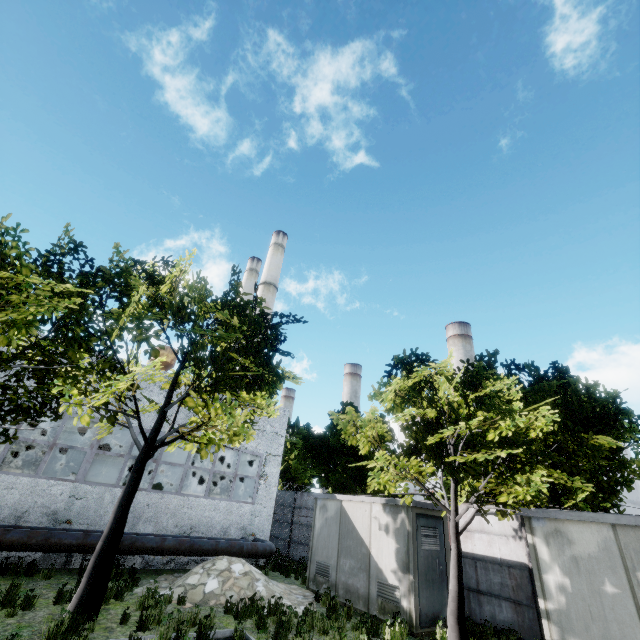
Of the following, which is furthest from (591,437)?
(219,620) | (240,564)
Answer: (240,564)

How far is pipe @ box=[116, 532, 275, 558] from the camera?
11.61m

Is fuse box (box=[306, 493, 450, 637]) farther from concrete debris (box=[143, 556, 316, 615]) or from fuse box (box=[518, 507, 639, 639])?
fuse box (box=[518, 507, 639, 639])

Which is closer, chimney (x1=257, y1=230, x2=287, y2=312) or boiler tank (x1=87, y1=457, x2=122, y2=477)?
boiler tank (x1=87, y1=457, x2=122, y2=477)

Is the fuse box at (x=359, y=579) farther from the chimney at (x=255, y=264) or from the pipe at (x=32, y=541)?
the chimney at (x=255, y=264)

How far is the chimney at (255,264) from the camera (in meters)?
43.56

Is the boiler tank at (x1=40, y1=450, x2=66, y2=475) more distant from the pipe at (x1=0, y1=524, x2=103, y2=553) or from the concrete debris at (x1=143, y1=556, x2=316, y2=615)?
the concrete debris at (x1=143, y1=556, x2=316, y2=615)

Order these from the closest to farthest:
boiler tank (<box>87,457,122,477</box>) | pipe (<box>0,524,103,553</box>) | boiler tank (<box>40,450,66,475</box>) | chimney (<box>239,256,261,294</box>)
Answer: pipe (<box>0,524,103,553</box>)
boiler tank (<box>40,450,66,475</box>)
boiler tank (<box>87,457,122,477</box>)
chimney (<box>239,256,261,294</box>)
